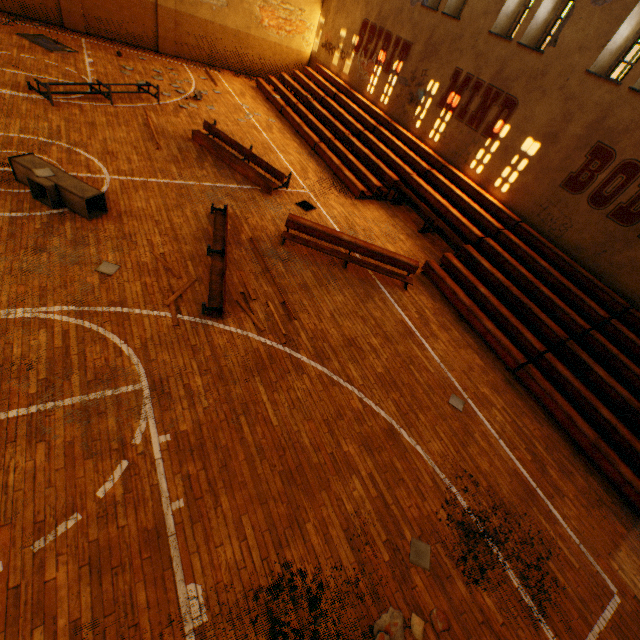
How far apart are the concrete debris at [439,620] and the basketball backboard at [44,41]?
20.8m

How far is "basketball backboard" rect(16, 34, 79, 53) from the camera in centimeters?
1289cm

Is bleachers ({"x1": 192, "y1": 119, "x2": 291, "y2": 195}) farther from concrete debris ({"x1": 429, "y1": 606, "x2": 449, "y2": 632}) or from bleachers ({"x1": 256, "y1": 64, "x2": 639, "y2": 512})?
concrete debris ({"x1": 429, "y1": 606, "x2": 449, "y2": 632})

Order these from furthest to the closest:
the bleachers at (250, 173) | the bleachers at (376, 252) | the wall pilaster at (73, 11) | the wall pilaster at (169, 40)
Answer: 1. the wall pilaster at (169, 40)
2. the wall pilaster at (73, 11)
3. the bleachers at (250, 173)
4. the bleachers at (376, 252)

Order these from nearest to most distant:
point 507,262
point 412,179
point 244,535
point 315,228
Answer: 1. point 244,535
2. point 315,228
3. point 507,262
4. point 412,179

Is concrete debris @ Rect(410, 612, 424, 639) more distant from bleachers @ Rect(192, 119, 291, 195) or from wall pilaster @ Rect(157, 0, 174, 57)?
wall pilaster @ Rect(157, 0, 174, 57)

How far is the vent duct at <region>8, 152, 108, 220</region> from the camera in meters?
7.0

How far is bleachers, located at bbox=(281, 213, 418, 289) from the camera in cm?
890
